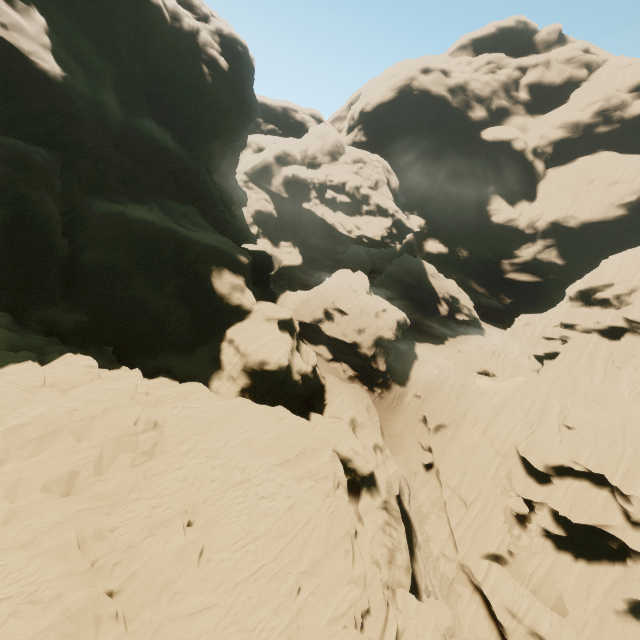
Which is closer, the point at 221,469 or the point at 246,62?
the point at 221,469

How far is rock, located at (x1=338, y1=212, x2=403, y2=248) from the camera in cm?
5828

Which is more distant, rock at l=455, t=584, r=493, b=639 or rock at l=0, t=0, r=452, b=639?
rock at l=455, t=584, r=493, b=639

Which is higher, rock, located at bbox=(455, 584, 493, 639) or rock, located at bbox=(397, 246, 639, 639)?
rock, located at bbox=(397, 246, 639, 639)

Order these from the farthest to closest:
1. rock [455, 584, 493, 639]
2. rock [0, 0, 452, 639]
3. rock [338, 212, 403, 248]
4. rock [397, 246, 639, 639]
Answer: rock [338, 212, 403, 248] < rock [455, 584, 493, 639] < rock [397, 246, 639, 639] < rock [0, 0, 452, 639]

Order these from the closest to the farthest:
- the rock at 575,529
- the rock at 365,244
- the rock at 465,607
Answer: the rock at 575,529 < the rock at 465,607 < the rock at 365,244

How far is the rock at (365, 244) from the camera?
58.3m
